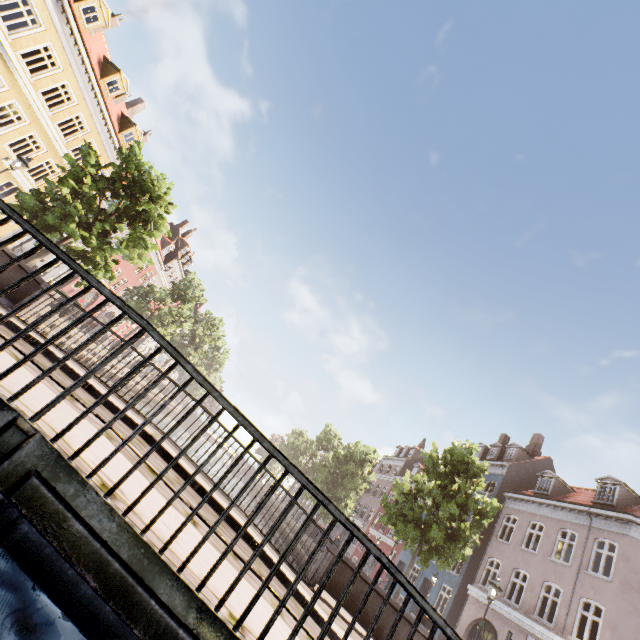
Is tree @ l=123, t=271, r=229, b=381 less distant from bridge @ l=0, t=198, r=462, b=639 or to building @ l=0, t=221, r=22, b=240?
bridge @ l=0, t=198, r=462, b=639

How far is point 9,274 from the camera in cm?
916

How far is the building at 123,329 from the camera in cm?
4209

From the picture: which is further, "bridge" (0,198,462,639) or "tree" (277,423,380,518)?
"tree" (277,423,380,518)

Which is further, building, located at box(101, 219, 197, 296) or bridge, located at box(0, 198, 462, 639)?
building, located at box(101, 219, 197, 296)

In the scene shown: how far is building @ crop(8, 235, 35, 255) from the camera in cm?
2342

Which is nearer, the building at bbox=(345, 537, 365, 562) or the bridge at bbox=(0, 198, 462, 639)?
the bridge at bbox=(0, 198, 462, 639)

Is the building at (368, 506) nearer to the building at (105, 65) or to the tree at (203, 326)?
the tree at (203, 326)
